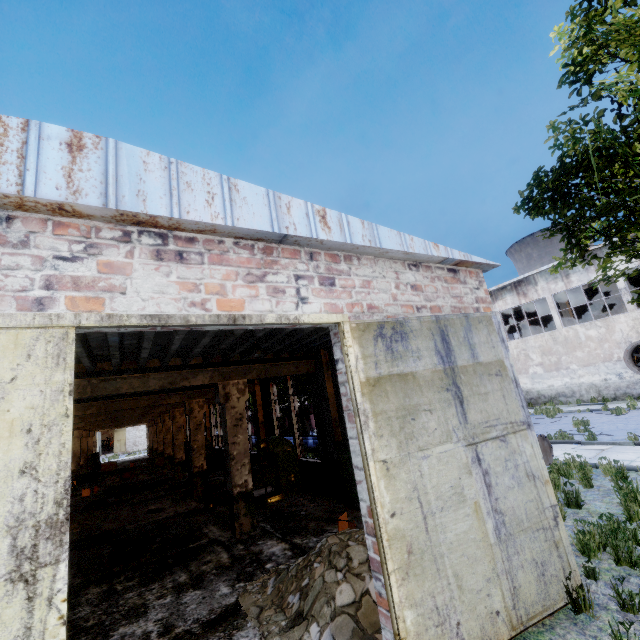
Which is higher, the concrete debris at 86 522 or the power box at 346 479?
the power box at 346 479

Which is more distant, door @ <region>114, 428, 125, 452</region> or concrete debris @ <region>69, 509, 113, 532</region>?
door @ <region>114, 428, 125, 452</region>

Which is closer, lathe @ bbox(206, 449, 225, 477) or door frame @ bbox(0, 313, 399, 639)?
door frame @ bbox(0, 313, 399, 639)

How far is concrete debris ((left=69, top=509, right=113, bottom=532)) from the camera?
11.4m

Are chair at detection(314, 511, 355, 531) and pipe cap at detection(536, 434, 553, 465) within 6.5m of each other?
yes

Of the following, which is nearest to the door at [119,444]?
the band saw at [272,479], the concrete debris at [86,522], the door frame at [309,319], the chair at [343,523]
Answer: the concrete debris at [86,522]

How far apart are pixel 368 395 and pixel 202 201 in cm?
288

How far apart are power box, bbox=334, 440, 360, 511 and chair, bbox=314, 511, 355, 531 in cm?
119
